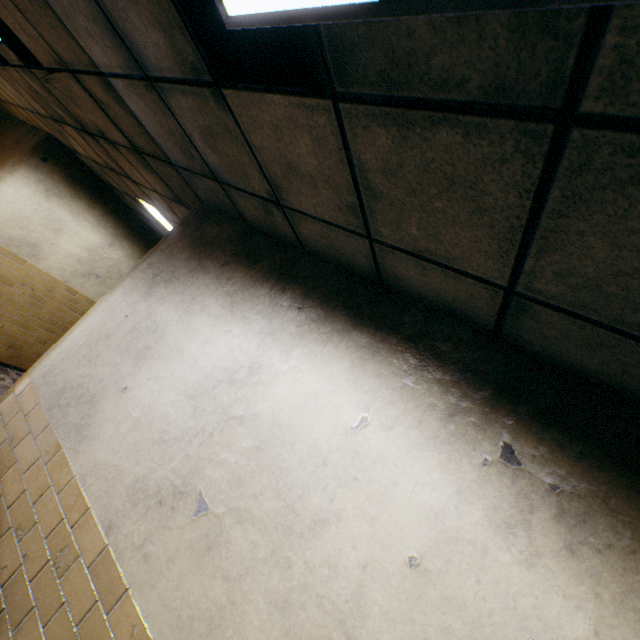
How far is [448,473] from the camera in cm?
136
